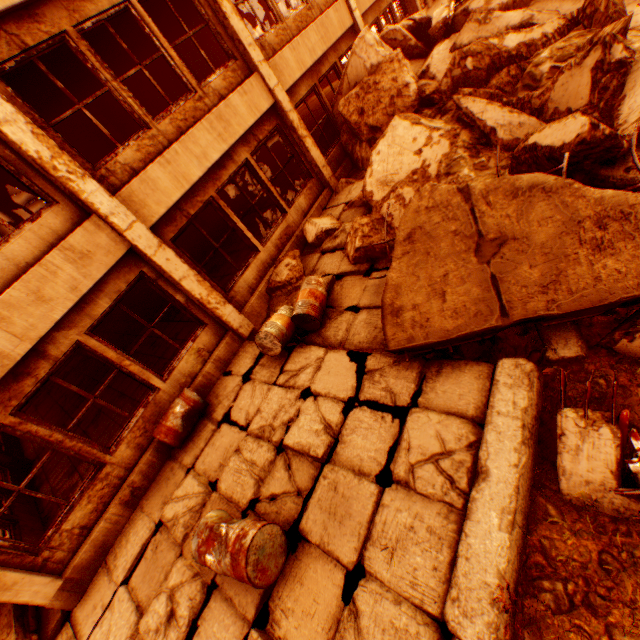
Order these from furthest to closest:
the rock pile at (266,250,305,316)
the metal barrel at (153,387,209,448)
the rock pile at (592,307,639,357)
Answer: the rock pile at (266,250,305,316)
the metal barrel at (153,387,209,448)
the rock pile at (592,307,639,357)

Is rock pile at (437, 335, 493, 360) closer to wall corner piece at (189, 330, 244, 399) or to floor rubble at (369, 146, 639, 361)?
floor rubble at (369, 146, 639, 361)

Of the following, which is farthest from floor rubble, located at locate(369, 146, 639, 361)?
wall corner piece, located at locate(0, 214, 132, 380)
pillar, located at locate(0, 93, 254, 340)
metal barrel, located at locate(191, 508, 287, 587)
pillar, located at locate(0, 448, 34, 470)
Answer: pillar, located at locate(0, 448, 34, 470)

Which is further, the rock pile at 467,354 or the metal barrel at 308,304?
the metal barrel at 308,304

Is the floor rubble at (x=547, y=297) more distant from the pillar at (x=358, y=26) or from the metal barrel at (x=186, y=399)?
the pillar at (x=358, y=26)

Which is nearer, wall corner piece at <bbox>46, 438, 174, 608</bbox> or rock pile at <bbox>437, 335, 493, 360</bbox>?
rock pile at <bbox>437, 335, 493, 360</bbox>

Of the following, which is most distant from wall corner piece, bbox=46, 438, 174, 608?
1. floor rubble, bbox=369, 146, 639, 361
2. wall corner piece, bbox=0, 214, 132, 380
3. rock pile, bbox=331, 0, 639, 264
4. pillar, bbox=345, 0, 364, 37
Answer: pillar, bbox=345, 0, 364, 37

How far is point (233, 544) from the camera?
3.2m
